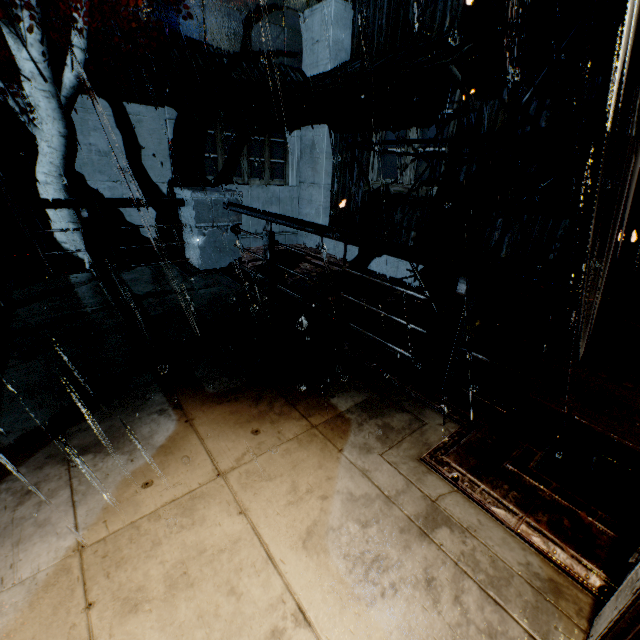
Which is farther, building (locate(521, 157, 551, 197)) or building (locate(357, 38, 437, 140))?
building (locate(357, 38, 437, 140))

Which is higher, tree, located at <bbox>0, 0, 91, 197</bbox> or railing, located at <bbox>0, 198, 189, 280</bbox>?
tree, located at <bbox>0, 0, 91, 197</bbox>

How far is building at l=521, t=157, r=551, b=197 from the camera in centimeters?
797cm

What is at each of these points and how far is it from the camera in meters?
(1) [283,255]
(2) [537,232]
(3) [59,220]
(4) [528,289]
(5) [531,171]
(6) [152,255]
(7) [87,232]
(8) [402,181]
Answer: (1) leaves, 12.9
(2) building, 8.4
(3) tree, 7.8
(4) railing, 2.5
(5) building, 8.2
(6) building vent, 11.3
(7) railing, 5.7
(8) building, 11.2

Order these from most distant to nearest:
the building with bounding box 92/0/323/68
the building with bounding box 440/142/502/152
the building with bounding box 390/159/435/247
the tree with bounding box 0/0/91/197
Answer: the building with bounding box 390/159/435/247 → the building with bounding box 92/0/323/68 → the building with bounding box 440/142/502/152 → the tree with bounding box 0/0/91/197

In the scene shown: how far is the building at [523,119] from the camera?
7.83m

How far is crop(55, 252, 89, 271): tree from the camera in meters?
8.1 m

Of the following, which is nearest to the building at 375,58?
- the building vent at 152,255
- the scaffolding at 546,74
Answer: the scaffolding at 546,74
